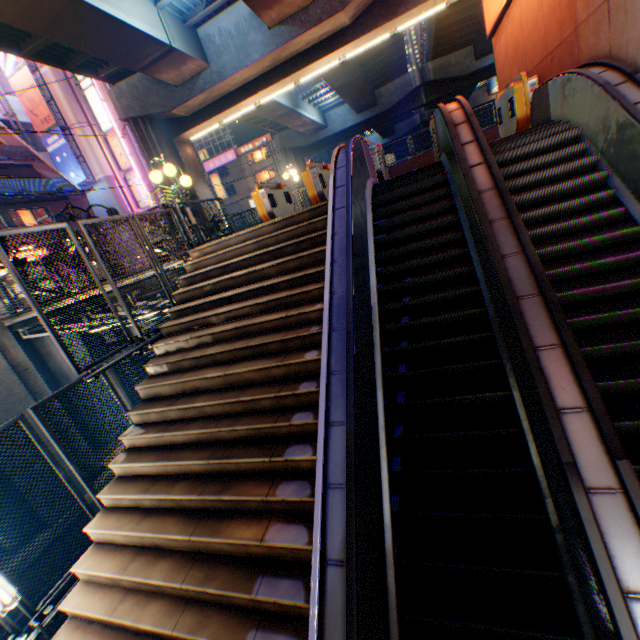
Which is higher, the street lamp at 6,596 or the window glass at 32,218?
the window glass at 32,218

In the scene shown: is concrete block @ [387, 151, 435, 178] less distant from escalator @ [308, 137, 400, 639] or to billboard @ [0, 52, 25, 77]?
escalator @ [308, 137, 400, 639]

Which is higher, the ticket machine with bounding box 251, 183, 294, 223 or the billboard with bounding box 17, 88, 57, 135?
the billboard with bounding box 17, 88, 57, 135

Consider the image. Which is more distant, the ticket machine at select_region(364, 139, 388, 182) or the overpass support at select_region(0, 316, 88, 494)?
the overpass support at select_region(0, 316, 88, 494)

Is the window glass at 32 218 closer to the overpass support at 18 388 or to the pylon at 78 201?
the pylon at 78 201

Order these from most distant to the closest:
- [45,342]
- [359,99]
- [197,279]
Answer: [359,99] → [45,342] → [197,279]

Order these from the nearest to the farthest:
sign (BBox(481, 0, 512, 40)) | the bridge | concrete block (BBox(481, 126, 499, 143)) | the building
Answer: sign (BBox(481, 0, 512, 40)) < the bridge < concrete block (BBox(481, 126, 499, 143)) < the building

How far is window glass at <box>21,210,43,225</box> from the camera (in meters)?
23.52
